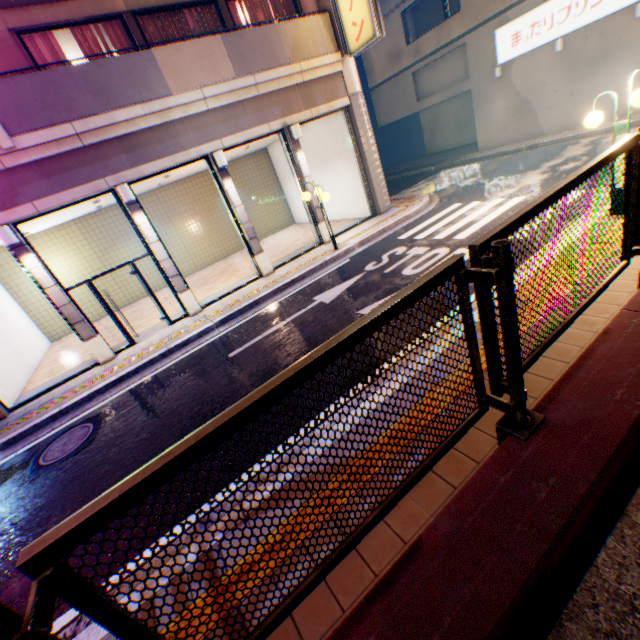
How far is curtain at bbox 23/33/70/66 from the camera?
8.45m

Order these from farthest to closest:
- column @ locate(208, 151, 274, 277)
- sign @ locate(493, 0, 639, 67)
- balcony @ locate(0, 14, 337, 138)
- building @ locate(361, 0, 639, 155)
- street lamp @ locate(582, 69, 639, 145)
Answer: building @ locate(361, 0, 639, 155) < sign @ locate(493, 0, 639, 67) < column @ locate(208, 151, 274, 277) < balcony @ locate(0, 14, 337, 138) < street lamp @ locate(582, 69, 639, 145)

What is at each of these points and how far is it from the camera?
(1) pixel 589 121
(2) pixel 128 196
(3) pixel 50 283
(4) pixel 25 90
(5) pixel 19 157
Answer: (1) street lamp, 5.9 meters
(2) street lamp, 8.7 meters
(3) column, 8.5 meters
(4) balcony, 7.4 meters
(5) concrete block, 7.6 meters

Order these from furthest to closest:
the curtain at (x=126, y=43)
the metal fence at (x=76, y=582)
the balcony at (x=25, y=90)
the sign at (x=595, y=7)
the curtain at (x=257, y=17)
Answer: the sign at (x=595, y=7), the curtain at (x=257, y=17), the curtain at (x=126, y=43), the balcony at (x=25, y=90), the metal fence at (x=76, y=582)

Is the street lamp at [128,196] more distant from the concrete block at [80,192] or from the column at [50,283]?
the column at [50,283]

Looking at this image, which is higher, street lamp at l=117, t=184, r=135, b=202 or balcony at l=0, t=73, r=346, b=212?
balcony at l=0, t=73, r=346, b=212

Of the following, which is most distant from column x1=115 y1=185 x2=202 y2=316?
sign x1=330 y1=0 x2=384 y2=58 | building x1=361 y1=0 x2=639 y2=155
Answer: building x1=361 y1=0 x2=639 y2=155

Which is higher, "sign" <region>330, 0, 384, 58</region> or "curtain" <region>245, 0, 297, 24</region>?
"curtain" <region>245, 0, 297, 24</region>
